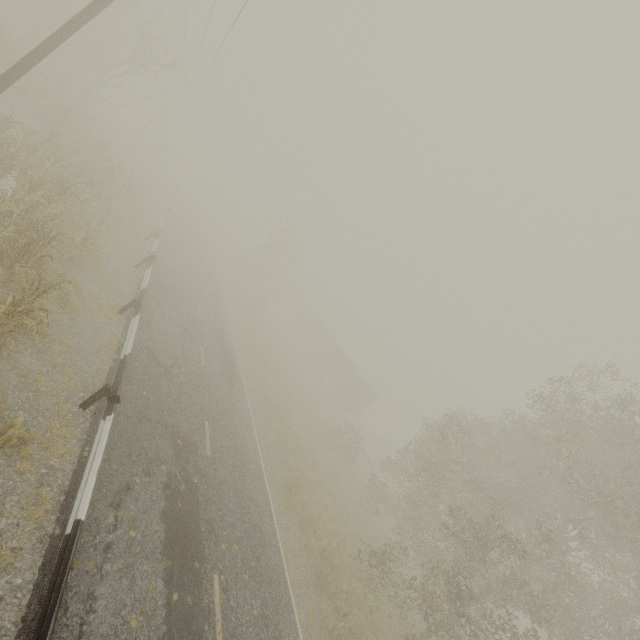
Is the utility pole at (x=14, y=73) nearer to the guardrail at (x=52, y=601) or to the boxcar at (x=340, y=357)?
the guardrail at (x=52, y=601)

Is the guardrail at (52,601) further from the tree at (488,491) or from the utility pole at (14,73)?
the tree at (488,491)

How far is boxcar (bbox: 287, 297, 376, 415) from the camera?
40.84m

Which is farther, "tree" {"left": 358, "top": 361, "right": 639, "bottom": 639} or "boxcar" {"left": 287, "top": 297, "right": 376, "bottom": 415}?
"boxcar" {"left": 287, "top": 297, "right": 376, "bottom": 415}

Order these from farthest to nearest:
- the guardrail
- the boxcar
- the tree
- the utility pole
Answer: the boxcar, the tree, the utility pole, the guardrail

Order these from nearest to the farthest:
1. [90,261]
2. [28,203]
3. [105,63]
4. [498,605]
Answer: [28,203]
[90,261]
[498,605]
[105,63]

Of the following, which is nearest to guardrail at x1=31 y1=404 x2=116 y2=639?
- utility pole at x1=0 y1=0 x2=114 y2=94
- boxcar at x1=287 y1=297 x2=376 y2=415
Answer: utility pole at x1=0 y1=0 x2=114 y2=94

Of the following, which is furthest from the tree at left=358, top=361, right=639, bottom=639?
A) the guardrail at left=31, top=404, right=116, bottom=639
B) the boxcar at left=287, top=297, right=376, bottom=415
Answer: the boxcar at left=287, top=297, right=376, bottom=415
